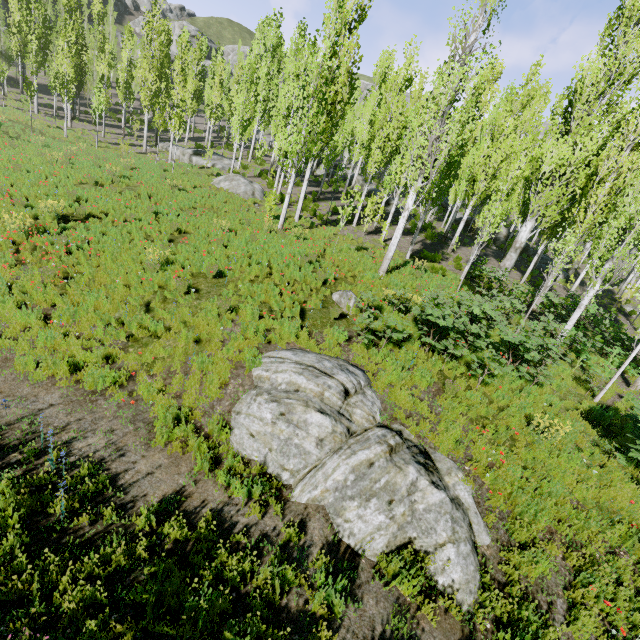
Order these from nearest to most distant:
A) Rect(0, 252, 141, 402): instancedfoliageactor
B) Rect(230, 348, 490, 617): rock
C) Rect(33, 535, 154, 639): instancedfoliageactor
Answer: Rect(33, 535, 154, 639): instancedfoliageactor → Rect(230, 348, 490, 617): rock → Rect(0, 252, 141, 402): instancedfoliageactor

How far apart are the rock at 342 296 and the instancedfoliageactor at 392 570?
6.1m

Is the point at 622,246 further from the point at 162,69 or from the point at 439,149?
the point at 162,69

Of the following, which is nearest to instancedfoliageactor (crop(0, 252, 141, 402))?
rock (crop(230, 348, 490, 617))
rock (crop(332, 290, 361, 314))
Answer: rock (crop(332, 290, 361, 314))

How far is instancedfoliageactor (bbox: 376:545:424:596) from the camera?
4.6 meters

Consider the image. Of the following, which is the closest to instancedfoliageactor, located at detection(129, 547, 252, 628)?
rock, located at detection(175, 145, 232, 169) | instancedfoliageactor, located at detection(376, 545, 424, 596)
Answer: rock, located at detection(175, 145, 232, 169)

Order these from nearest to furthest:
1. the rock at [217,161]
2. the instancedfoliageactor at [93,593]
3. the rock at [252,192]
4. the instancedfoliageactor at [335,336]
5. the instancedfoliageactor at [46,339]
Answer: the instancedfoliageactor at [93,593] < the instancedfoliageactor at [335,336] < the instancedfoliageactor at [46,339] < the rock at [252,192] < the rock at [217,161]

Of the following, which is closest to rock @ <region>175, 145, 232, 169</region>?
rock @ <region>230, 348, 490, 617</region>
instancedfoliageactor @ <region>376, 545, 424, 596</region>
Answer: rock @ <region>230, 348, 490, 617</region>
